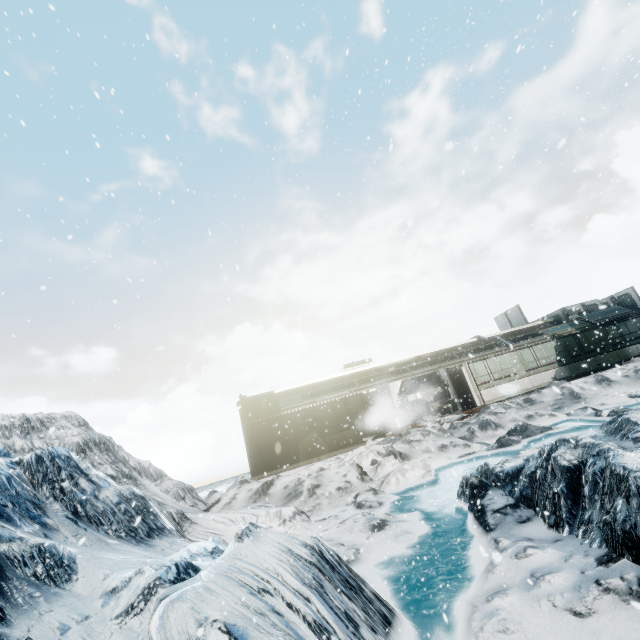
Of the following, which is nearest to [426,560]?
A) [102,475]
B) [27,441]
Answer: [102,475]
